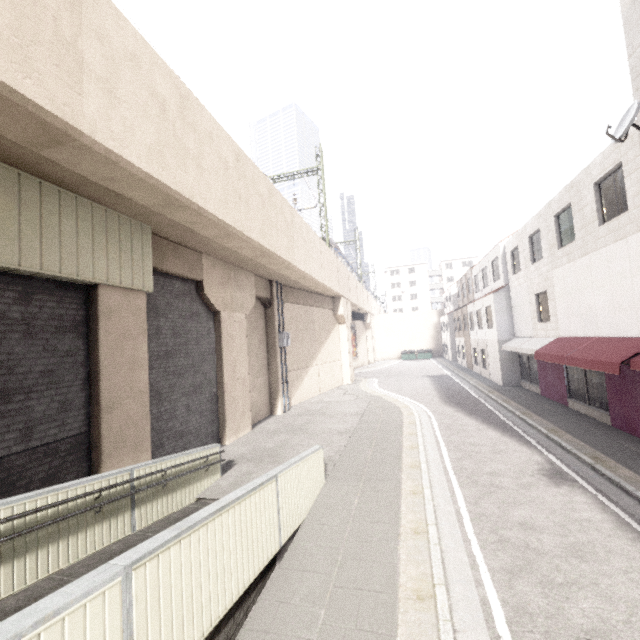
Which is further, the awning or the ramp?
the awning

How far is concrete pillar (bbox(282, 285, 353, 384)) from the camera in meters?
19.6

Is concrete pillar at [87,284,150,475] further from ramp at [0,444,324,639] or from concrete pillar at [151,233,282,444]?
ramp at [0,444,324,639]

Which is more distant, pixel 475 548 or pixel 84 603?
pixel 475 548

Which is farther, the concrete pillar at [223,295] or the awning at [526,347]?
the concrete pillar at [223,295]

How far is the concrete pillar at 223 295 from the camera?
10.2 meters

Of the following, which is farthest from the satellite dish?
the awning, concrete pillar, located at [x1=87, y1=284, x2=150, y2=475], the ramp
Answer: concrete pillar, located at [x1=87, y1=284, x2=150, y2=475]
